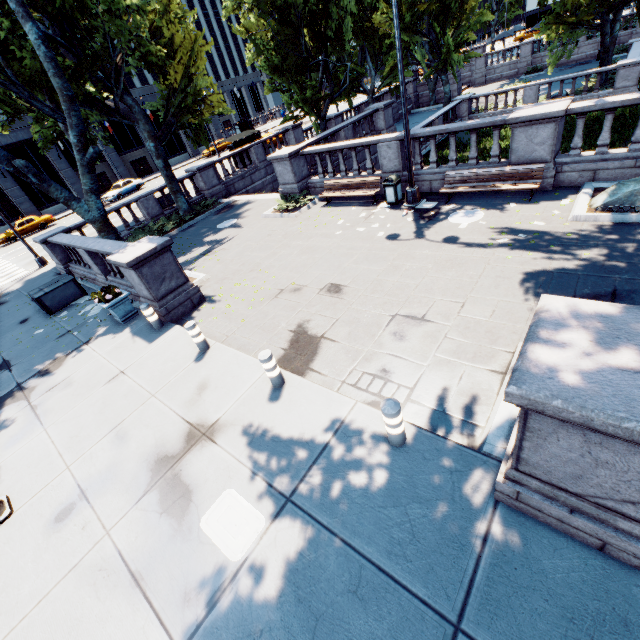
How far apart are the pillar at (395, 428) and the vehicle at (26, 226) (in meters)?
41.56

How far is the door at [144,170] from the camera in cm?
4562

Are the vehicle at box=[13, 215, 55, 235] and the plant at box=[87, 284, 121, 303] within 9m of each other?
no

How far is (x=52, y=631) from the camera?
4.0 meters

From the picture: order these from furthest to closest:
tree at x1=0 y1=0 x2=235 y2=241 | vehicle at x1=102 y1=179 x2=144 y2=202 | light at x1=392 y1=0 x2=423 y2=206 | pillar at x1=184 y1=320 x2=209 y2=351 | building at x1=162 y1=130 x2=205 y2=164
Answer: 1. building at x1=162 y1=130 x2=205 y2=164
2. vehicle at x1=102 y1=179 x2=144 y2=202
3. tree at x1=0 y1=0 x2=235 y2=241
4. light at x1=392 y1=0 x2=423 y2=206
5. pillar at x1=184 y1=320 x2=209 y2=351

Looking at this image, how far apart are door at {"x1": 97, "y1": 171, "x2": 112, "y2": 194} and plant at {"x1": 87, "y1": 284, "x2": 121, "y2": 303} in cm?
4277

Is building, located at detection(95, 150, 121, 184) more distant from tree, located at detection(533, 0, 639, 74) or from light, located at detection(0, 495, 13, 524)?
tree, located at detection(533, 0, 639, 74)

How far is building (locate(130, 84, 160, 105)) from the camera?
43.1 meters
